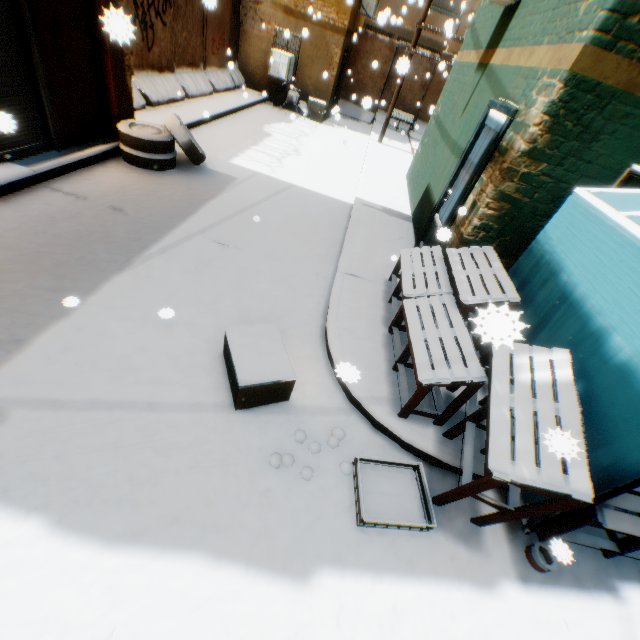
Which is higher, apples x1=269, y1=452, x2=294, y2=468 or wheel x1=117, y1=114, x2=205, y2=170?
wheel x1=117, y1=114, x2=205, y2=170

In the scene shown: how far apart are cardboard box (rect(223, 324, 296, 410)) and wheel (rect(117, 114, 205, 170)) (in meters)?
4.75

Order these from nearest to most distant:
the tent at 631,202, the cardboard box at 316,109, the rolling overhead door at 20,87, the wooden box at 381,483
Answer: the wooden box at 381,483, the tent at 631,202, the rolling overhead door at 20,87, the cardboard box at 316,109

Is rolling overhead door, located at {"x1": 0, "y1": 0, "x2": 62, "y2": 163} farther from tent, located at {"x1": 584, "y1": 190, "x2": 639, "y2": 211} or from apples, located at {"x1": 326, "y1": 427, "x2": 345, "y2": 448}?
apples, located at {"x1": 326, "y1": 427, "x2": 345, "y2": 448}

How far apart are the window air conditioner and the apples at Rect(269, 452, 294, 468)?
14.7 meters

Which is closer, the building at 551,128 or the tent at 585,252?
the tent at 585,252

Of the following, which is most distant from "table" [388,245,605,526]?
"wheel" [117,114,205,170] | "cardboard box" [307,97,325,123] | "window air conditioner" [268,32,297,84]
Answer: "window air conditioner" [268,32,297,84]

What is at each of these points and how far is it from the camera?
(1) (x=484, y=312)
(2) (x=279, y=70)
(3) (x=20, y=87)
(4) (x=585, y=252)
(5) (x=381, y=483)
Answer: (1) tent, 0.71m
(2) window air conditioner, 12.62m
(3) rolling overhead door, 4.56m
(4) tent, 3.03m
(5) wooden box, 2.87m
